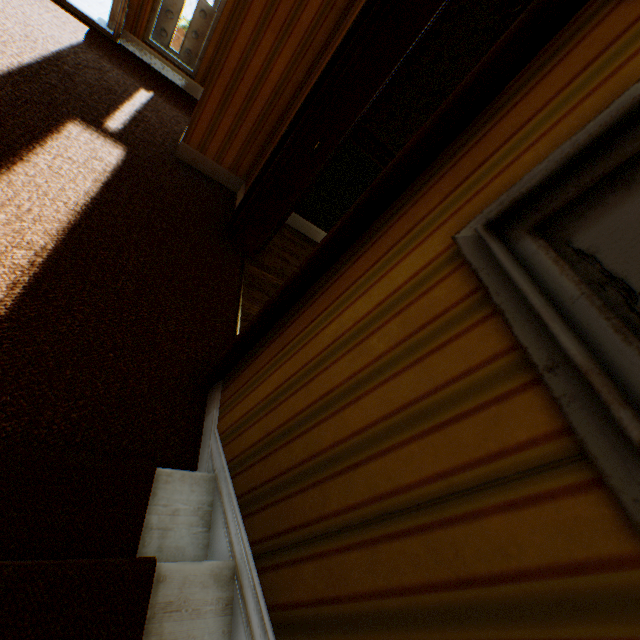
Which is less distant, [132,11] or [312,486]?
[312,486]
